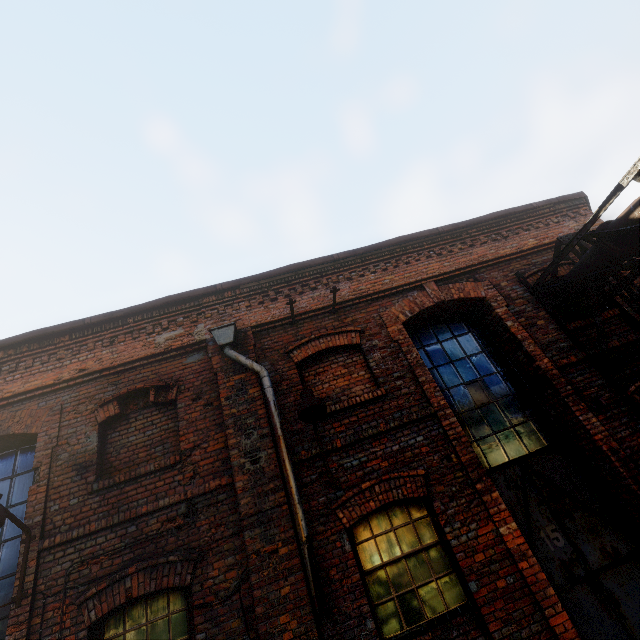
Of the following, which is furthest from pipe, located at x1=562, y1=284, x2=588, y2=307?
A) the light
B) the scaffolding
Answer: the light

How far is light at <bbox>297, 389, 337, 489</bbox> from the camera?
4.4 meters

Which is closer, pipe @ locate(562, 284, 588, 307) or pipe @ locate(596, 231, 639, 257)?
pipe @ locate(596, 231, 639, 257)

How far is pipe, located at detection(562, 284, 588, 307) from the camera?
6.0m

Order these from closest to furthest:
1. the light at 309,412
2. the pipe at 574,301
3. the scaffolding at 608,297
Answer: the light at 309,412 < the scaffolding at 608,297 < the pipe at 574,301

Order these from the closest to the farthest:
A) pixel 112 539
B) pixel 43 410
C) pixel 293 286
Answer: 1. pixel 112 539
2. pixel 43 410
3. pixel 293 286

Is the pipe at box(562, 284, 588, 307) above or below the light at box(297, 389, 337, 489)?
above

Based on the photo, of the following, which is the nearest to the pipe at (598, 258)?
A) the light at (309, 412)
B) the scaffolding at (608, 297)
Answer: the scaffolding at (608, 297)
